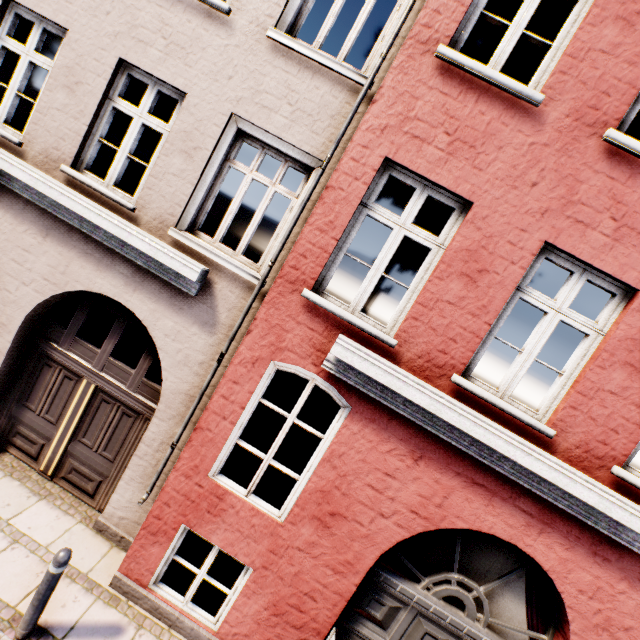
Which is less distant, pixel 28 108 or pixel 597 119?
pixel 597 119

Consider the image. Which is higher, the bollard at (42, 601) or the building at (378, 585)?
the building at (378, 585)

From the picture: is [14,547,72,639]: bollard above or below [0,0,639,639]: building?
below
